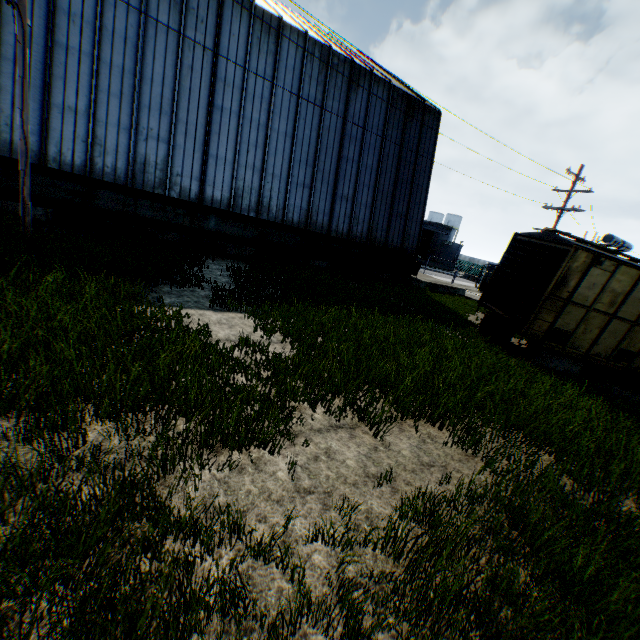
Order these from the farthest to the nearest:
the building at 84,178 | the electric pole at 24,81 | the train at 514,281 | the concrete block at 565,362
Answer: the building at 84,178 < the concrete block at 565,362 < the train at 514,281 < the electric pole at 24,81

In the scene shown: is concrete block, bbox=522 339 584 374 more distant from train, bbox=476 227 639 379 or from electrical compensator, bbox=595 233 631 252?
electrical compensator, bbox=595 233 631 252

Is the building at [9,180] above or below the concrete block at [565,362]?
above

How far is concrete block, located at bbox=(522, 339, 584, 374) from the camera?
11.3m

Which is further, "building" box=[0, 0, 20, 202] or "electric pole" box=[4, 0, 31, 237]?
"building" box=[0, 0, 20, 202]

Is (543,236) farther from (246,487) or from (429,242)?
(429,242)

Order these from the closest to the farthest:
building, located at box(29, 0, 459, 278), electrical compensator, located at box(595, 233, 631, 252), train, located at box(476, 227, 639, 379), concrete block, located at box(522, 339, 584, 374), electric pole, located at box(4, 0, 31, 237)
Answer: electric pole, located at box(4, 0, 31, 237), train, located at box(476, 227, 639, 379), concrete block, located at box(522, 339, 584, 374), building, located at box(29, 0, 459, 278), electrical compensator, located at box(595, 233, 631, 252)

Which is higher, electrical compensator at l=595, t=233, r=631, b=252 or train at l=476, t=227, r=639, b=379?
electrical compensator at l=595, t=233, r=631, b=252
